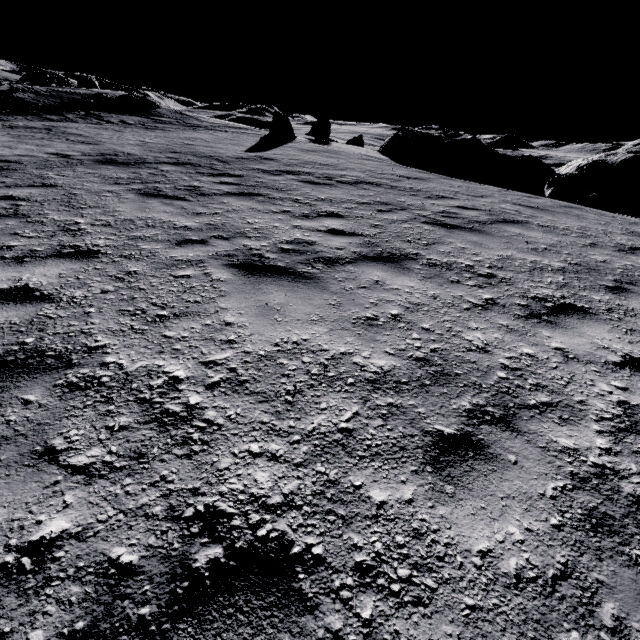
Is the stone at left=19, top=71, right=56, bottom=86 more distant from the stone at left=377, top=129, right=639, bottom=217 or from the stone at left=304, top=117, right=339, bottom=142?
the stone at left=377, top=129, right=639, bottom=217

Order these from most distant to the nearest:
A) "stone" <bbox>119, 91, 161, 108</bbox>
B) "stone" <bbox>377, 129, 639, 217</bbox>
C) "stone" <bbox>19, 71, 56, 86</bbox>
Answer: "stone" <bbox>19, 71, 56, 86</bbox>, "stone" <bbox>119, 91, 161, 108</bbox>, "stone" <bbox>377, 129, 639, 217</bbox>

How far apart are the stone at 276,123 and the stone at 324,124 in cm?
380

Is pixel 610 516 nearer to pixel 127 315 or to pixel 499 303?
pixel 499 303

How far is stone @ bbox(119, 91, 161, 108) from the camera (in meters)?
22.47

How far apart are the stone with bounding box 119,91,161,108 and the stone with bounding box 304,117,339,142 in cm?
1134

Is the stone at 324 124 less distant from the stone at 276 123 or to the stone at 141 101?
the stone at 276 123

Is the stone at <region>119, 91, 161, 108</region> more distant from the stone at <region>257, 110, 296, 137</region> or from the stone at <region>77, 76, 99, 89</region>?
the stone at <region>77, 76, 99, 89</region>
